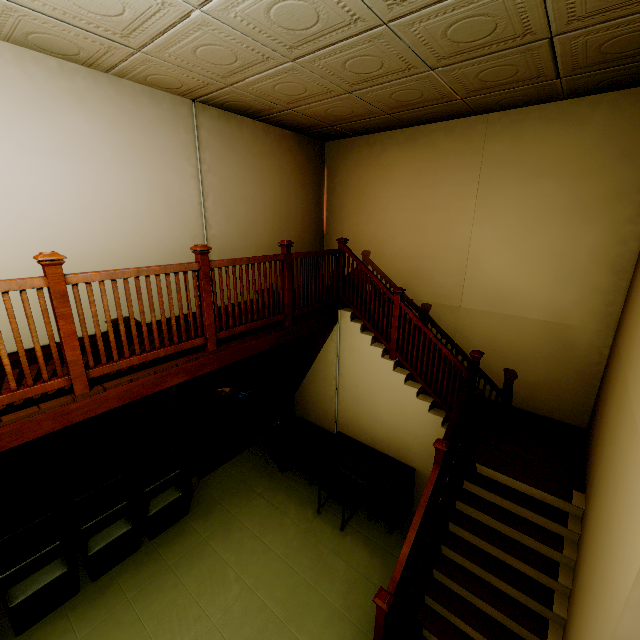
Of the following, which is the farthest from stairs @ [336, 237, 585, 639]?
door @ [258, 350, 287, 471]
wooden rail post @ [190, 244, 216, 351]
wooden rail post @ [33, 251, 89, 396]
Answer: wooden rail post @ [33, 251, 89, 396]

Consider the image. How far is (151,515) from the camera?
4.8m

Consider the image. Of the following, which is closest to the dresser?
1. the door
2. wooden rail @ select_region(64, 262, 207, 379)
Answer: the door

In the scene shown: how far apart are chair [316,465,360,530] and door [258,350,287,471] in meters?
1.0 m

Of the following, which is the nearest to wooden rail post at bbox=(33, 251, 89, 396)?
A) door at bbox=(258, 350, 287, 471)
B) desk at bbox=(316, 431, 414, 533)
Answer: door at bbox=(258, 350, 287, 471)

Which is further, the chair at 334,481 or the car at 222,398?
the car at 222,398

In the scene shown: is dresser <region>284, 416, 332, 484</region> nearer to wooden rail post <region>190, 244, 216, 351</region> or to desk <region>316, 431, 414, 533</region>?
desk <region>316, 431, 414, 533</region>

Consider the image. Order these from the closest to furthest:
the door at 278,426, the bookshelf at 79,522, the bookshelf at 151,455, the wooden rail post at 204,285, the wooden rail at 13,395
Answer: the wooden rail at 13,395, the wooden rail post at 204,285, the bookshelf at 79,522, the bookshelf at 151,455, the door at 278,426
